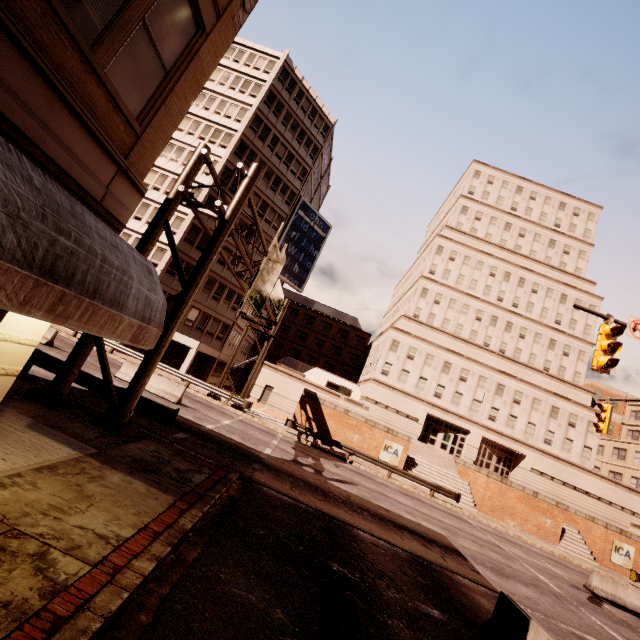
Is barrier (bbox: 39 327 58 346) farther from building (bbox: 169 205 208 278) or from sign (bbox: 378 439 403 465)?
sign (bbox: 378 439 403 465)

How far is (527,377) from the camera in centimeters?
4131cm

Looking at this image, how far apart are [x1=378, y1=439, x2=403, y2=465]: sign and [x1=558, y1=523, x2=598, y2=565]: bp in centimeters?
1440cm

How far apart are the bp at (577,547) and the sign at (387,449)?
14.40m

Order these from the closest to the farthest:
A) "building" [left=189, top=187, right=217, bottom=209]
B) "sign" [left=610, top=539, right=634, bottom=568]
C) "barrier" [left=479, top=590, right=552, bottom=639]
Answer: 1. "barrier" [left=479, top=590, right=552, bottom=639]
2. "sign" [left=610, top=539, right=634, bottom=568]
3. "building" [left=189, top=187, right=217, bottom=209]

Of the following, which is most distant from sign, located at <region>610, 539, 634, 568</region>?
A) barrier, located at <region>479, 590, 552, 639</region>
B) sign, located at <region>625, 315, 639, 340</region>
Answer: barrier, located at <region>479, 590, 552, 639</region>

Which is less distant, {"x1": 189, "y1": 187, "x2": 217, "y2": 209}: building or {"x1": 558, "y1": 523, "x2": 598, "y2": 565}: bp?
{"x1": 558, "y1": 523, "x2": 598, "y2": 565}: bp

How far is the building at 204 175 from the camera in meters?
33.6
